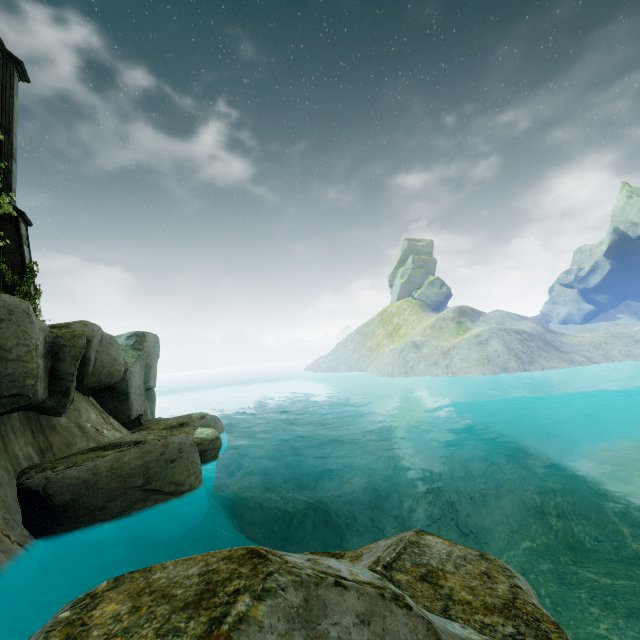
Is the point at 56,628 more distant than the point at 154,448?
No

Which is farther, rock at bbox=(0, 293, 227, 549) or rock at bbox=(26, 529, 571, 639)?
rock at bbox=(0, 293, 227, 549)

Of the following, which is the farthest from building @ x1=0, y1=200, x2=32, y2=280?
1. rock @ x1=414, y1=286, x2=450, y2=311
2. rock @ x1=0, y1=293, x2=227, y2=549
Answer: rock @ x1=414, y1=286, x2=450, y2=311

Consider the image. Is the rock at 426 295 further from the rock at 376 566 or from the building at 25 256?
the rock at 376 566

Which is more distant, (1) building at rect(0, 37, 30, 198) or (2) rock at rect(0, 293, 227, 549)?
(1) building at rect(0, 37, 30, 198)

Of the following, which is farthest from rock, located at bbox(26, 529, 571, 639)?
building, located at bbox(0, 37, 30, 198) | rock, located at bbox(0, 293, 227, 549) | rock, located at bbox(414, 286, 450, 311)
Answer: rock, located at bbox(414, 286, 450, 311)

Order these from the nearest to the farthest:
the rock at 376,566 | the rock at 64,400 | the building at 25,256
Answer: the rock at 376,566, the rock at 64,400, the building at 25,256

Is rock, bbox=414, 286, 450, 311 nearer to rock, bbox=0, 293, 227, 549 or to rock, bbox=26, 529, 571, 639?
rock, bbox=0, 293, 227, 549
